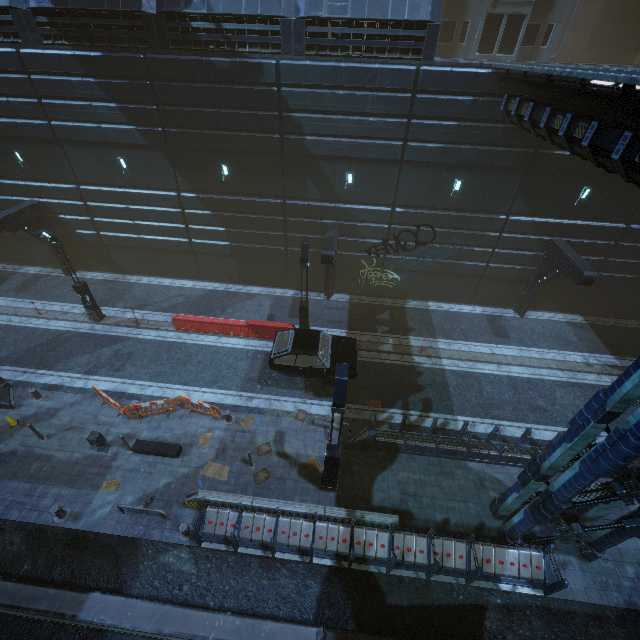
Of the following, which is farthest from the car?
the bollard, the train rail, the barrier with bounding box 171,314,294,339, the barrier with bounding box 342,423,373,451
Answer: the bollard

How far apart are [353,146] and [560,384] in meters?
15.6

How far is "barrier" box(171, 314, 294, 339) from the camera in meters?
17.3 m

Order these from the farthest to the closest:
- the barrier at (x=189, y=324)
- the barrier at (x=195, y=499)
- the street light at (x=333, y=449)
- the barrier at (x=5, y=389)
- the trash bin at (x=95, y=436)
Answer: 1. the barrier at (x=189, y=324)
2. the barrier at (x=5, y=389)
3. the trash bin at (x=95, y=436)
4. the barrier at (x=195, y=499)
5. the street light at (x=333, y=449)

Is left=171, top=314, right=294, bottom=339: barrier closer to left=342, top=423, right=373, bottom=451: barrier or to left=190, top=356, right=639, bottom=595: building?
left=190, top=356, right=639, bottom=595: building

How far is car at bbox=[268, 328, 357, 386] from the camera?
13.8m

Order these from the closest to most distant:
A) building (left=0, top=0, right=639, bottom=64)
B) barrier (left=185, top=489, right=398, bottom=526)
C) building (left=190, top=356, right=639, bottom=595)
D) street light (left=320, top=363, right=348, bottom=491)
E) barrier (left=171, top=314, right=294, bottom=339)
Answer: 1. building (left=190, top=356, right=639, bottom=595)
2. street light (left=320, top=363, right=348, bottom=491)
3. barrier (left=185, top=489, right=398, bottom=526)
4. building (left=0, top=0, right=639, bottom=64)
5. barrier (left=171, top=314, right=294, bottom=339)

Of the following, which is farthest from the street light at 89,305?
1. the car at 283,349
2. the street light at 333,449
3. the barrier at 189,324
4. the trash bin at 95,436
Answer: the street light at 333,449
